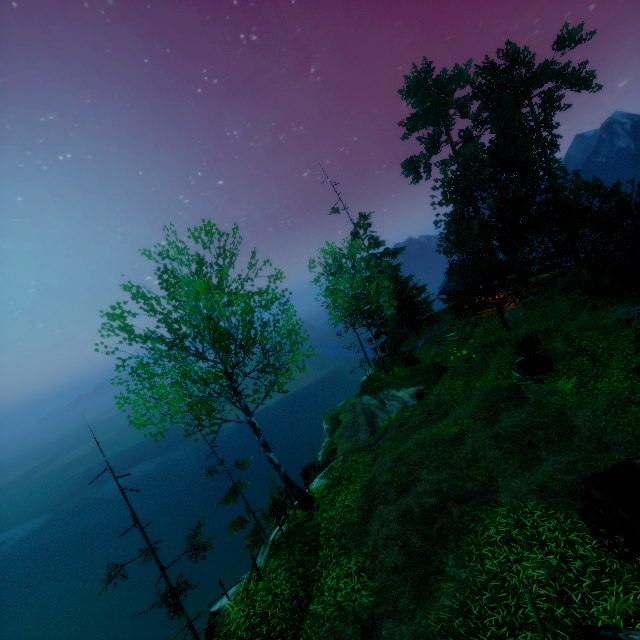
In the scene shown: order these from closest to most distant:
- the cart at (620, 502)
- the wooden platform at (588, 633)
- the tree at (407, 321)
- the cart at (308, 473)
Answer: the wooden platform at (588, 633) → the cart at (620, 502) → the cart at (308, 473) → the tree at (407, 321)

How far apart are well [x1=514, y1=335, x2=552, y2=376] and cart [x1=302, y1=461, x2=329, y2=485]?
12.2m

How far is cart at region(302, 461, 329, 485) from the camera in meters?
19.0

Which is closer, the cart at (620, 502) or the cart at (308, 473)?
the cart at (620, 502)

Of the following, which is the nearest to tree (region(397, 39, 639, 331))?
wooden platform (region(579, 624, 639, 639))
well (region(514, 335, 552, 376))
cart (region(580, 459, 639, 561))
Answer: well (region(514, 335, 552, 376))

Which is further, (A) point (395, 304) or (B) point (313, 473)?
(A) point (395, 304)

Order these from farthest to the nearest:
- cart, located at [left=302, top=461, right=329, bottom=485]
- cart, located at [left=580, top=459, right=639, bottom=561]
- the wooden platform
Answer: cart, located at [left=302, top=461, right=329, bottom=485], cart, located at [left=580, top=459, right=639, bottom=561], the wooden platform

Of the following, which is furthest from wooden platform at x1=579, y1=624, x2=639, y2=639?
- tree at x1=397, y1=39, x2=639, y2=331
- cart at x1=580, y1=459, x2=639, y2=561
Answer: tree at x1=397, y1=39, x2=639, y2=331
